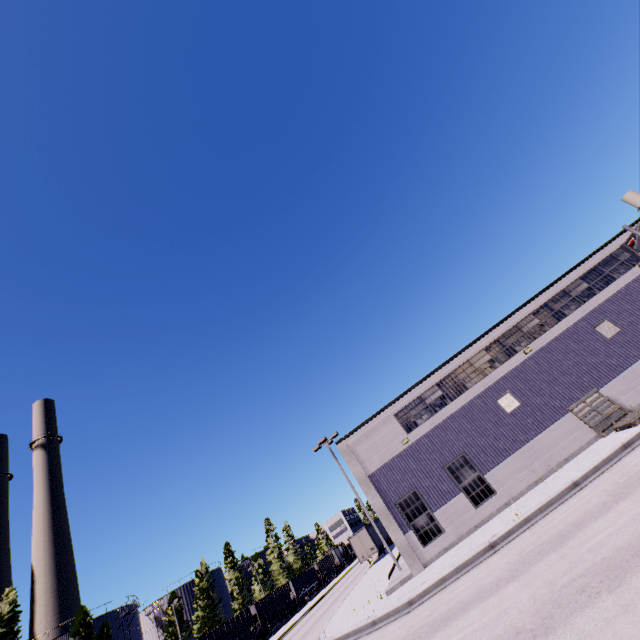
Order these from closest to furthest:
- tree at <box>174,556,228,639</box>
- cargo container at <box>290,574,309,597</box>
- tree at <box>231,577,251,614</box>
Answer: tree at <box>174,556,228,639</box>
cargo container at <box>290,574,309,597</box>
tree at <box>231,577,251,614</box>

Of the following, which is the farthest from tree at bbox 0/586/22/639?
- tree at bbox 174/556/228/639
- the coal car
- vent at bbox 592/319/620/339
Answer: vent at bbox 592/319/620/339

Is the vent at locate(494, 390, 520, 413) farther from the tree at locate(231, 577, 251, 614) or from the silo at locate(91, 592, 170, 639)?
the tree at locate(231, 577, 251, 614)

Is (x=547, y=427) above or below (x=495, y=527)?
above

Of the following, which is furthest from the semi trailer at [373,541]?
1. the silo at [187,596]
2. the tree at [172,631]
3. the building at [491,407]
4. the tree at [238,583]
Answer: the tree at [172,631]

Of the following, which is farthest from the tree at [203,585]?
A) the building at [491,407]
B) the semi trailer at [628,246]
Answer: the semi trailer at [628,246]

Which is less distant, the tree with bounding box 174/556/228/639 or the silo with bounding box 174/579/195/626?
the tree with bounding box 174/556/228/639

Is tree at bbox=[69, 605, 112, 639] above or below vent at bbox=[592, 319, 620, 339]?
above
